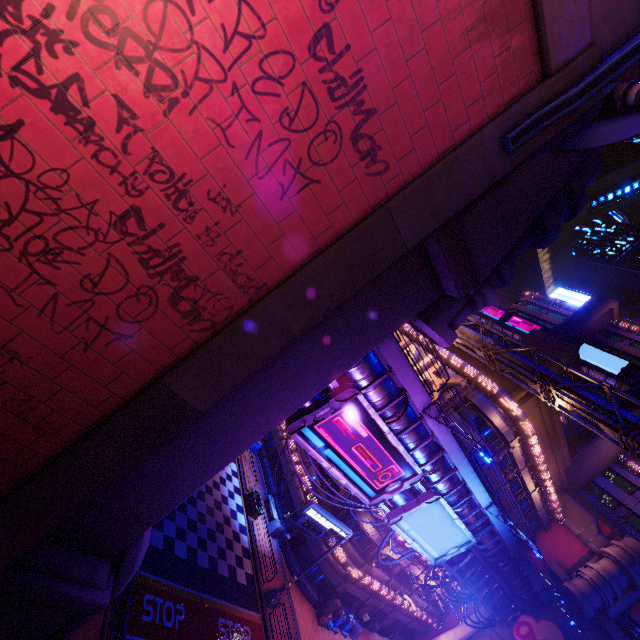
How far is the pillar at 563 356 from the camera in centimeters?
2800cm

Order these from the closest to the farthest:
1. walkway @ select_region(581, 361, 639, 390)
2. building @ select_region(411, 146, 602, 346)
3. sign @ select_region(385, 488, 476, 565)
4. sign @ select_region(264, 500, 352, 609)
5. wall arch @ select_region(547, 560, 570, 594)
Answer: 1. building @ select_region(411, 146, 602, 346)
2. sign @ select_region(385, 488, 476, 565)
3. sign @ select_region(264, 500, 352, 609)
4. wall arch @ select_region(547, 560, 570, 594)
5. walkway @ select_region(581, 361, 639, 390)

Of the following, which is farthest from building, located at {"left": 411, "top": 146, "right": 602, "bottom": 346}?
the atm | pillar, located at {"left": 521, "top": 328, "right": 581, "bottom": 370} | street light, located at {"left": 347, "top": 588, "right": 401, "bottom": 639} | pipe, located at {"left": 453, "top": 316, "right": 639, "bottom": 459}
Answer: street light, located at {"left": 347, "top": 588, "right": 401, "bottom": 639}

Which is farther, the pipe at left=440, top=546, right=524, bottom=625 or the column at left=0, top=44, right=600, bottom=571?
the pipe at left=440, top=546, right=524, bottom=625

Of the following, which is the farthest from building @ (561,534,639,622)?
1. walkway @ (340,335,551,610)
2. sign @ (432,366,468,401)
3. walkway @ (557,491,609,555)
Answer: Result: sign @ (432,366,468,401)

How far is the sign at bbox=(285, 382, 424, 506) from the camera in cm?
1162

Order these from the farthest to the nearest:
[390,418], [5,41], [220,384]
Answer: [390,418] < [220,384] < [5,41]

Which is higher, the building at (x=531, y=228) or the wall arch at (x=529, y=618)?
the building at (x=531, y=228)
